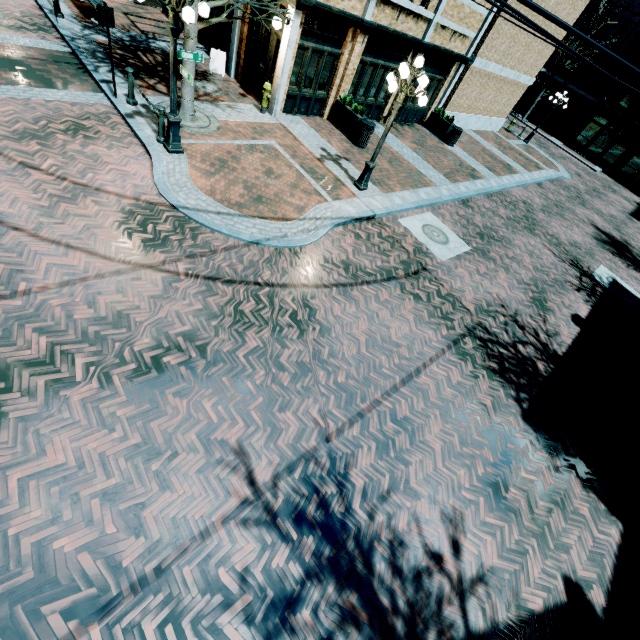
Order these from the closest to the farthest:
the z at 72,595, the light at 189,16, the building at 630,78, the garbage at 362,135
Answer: the z at 72,595, the light at 189,16, the garbage at 362,135, the building at 630,78

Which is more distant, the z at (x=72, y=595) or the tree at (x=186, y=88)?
the tree at (x=186, y=88)

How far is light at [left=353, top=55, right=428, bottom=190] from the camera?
8.2m

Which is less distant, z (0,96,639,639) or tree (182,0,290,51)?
z (0,96,639,639)

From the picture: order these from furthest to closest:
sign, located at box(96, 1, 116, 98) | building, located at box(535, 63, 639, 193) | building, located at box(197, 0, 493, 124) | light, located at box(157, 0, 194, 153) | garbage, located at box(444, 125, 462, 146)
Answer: building, located at box(535, 63, 639, 193), garbage, located at box(444, 125, 462, 146), building, located at box(197, 0, 493, 124), sign, located at box(96, 1, 116, 98), light, located at box(157, 0, 194, 153)

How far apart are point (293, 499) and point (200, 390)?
2.1 meters

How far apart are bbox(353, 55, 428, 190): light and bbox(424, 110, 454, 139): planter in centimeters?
969cm

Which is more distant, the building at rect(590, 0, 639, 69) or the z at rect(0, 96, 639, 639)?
the building at rect(590, 0, 639, 69)
